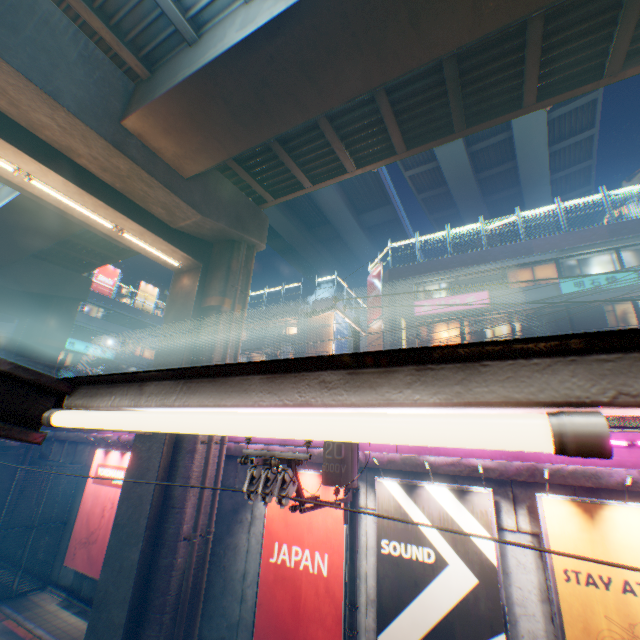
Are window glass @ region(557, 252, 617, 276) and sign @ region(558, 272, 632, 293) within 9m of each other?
A: yes

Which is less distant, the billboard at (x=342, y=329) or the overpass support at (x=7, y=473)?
the overpass support at (x=7, y=473)

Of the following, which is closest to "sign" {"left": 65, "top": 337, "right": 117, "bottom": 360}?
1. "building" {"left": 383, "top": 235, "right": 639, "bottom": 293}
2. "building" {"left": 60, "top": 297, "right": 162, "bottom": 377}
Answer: "building" {"left": 60, "top": 297, "right": 162, "bottom": 377}

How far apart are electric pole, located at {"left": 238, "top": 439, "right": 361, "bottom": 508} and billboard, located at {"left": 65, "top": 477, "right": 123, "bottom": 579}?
9.8m

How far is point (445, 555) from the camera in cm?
717

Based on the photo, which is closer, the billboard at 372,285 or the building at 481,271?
the building at 481,271

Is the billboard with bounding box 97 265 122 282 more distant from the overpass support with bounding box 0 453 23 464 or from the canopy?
the canopy
